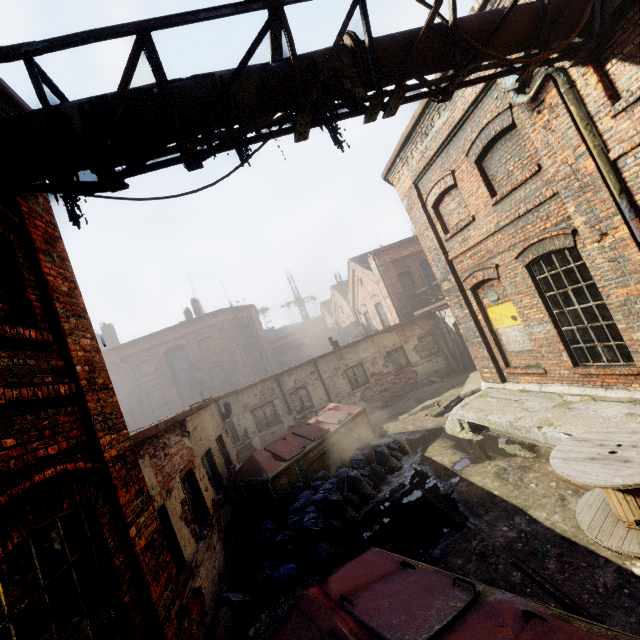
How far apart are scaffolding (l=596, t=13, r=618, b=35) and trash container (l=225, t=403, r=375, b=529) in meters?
9.7

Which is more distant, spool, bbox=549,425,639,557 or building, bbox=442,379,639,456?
building, bbox=442,379,639,456

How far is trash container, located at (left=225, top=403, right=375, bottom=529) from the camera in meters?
8.1

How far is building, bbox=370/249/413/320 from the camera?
19.6 meters

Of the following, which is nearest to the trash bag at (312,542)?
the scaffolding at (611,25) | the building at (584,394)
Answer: the building at (584,394)

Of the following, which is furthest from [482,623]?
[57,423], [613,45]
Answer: [613,45]

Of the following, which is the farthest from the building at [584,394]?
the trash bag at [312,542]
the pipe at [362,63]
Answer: the pipe at [362,63]

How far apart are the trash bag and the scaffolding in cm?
883
